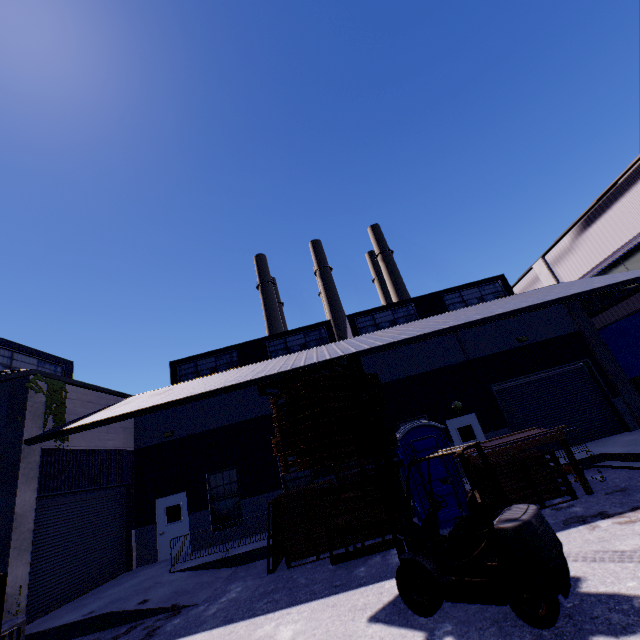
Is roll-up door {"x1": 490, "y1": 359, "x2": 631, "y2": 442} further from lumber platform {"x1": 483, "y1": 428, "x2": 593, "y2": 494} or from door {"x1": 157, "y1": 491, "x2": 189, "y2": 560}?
door {"x1": 157, "y1": 491, "x2": 189, "y2": 560}

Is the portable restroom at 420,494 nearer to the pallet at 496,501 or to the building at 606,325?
the pallet at 496,501

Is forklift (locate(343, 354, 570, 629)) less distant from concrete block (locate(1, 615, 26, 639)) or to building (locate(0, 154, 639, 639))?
building (locate(0, 154, 639, 639))

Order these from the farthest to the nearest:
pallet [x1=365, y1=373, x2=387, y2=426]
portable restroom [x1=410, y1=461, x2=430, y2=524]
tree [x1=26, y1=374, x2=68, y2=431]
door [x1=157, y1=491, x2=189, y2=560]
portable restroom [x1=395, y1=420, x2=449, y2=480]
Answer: door [x1=157, y1=491, x2=189, y2=560] → tree [x1=26, y1=374, x2=68, y2=431] → portable restroom [x1=395, y1=420, x2=449, y2=480] → portable restroom [x1=410, y1=461, x2=430, y2=524] → pallet [x1=365, y1=373, x2=387, y2=426]

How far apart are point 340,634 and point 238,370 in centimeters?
1163cm

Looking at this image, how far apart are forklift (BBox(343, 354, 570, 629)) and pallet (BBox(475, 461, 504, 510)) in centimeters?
393cm

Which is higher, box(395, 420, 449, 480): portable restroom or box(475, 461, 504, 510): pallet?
box(395, 420, 449, 480): portable restroom

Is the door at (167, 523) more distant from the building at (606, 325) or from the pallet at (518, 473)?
the pallet at (518, 473)
